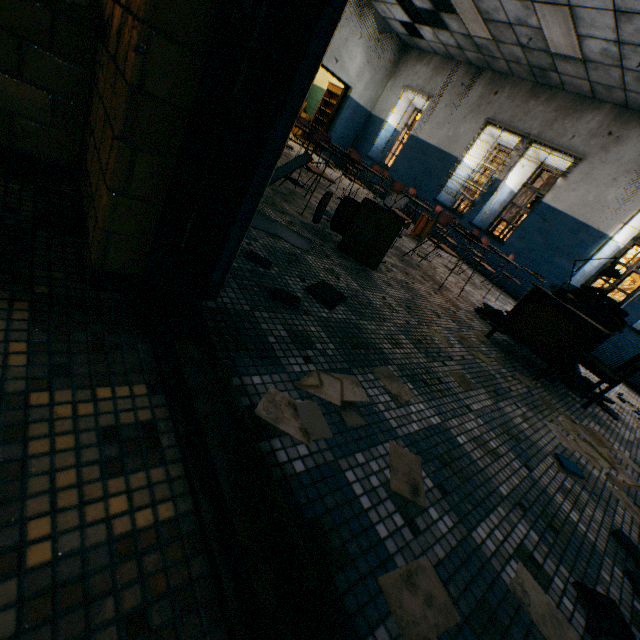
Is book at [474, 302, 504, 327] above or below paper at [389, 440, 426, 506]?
above

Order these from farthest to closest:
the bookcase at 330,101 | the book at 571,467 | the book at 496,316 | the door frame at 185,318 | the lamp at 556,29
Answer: the bookcase at 330,101
the lamp at 556,29
the book at 496,316
the book at 571,467
the door frame at 185,318

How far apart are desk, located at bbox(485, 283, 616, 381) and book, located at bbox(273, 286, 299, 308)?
2.5 meters

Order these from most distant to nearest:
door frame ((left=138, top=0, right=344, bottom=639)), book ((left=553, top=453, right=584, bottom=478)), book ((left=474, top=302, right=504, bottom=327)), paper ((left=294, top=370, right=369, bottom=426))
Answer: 1. book ((left=474, top=302, right=504, bottom=327))
2. book ((left=553, top=453, right=584, bottom=478))
3. paper ((left=294, top=370, right=369, bottom=426))
4. door frame ((left=138, top=0, right=344, bottom=639))

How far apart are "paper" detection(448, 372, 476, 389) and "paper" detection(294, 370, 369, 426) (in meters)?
0.97

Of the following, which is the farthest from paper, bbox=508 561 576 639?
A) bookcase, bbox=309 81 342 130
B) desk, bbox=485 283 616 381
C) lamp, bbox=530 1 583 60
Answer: bookcase, bbox=309 81 342 130

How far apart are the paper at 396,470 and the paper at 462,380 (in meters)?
0.97

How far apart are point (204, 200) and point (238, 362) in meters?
0.6 m
